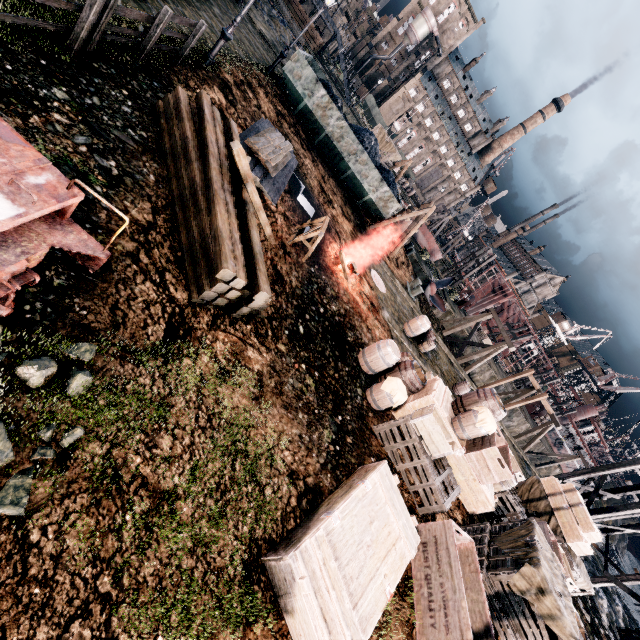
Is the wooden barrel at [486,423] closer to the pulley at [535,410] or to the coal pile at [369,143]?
the coal pile at [369,143]

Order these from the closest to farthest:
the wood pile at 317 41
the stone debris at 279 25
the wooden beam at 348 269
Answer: the wooden beam at 348 269
the stone debris at 279 25
the wood pile at 317 41

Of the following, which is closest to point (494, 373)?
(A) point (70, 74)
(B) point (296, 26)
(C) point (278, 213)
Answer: (C) point (278, 213)

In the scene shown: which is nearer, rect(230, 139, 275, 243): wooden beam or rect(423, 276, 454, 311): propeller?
rect(230, 139, 275, 243): wooden beam

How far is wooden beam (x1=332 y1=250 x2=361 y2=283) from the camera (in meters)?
13.44

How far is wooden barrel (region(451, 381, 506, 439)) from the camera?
9.82m

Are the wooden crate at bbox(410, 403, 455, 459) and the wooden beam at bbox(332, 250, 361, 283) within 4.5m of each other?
no

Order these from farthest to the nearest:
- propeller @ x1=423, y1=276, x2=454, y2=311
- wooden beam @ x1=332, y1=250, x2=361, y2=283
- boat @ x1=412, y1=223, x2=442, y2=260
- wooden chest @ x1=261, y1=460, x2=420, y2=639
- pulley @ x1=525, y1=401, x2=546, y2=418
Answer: pulley @ x1=525, y1=401, x2=546, y2=418 < boat @ x1=412, y1=223, x2=442, y2=260 < propeller @ x1=423, y1=276, x2=454, y2=311 < wooden beam @ x1=332, y1=250, x2=361, y2=283 < wooden chest @ x1=261, y1=460, x2=420, y2=639
